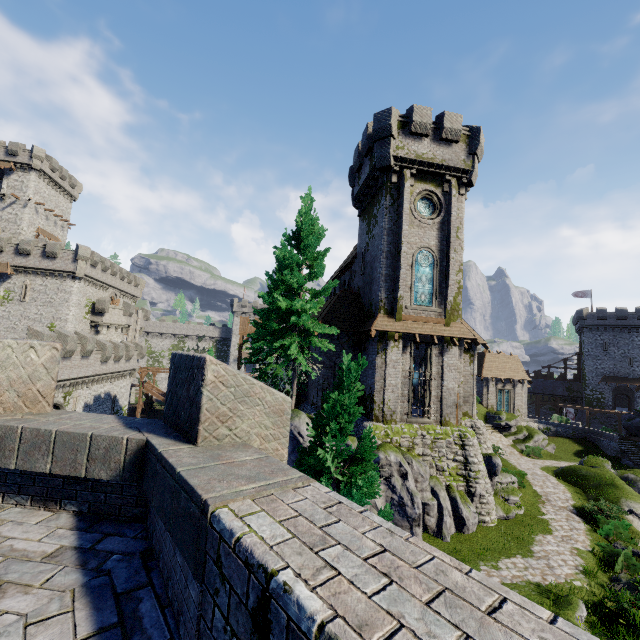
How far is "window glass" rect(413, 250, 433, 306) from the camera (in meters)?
20.83

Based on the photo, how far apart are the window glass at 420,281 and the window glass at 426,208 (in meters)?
2.36

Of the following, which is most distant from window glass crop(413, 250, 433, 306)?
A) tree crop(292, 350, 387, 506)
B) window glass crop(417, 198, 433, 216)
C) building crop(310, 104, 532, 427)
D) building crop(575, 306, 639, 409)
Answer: building crop(575, 306, 639, 409)

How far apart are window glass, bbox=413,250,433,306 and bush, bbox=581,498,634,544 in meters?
15.6 m

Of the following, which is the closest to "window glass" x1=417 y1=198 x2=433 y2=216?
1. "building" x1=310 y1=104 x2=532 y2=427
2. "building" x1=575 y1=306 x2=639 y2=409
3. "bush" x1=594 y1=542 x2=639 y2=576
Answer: "building" x1=310 y1=104 x2=532 y2=427

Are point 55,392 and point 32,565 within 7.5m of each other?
no

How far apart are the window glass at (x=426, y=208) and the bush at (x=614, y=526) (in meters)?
20.83

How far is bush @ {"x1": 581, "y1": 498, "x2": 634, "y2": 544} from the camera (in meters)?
18.15
